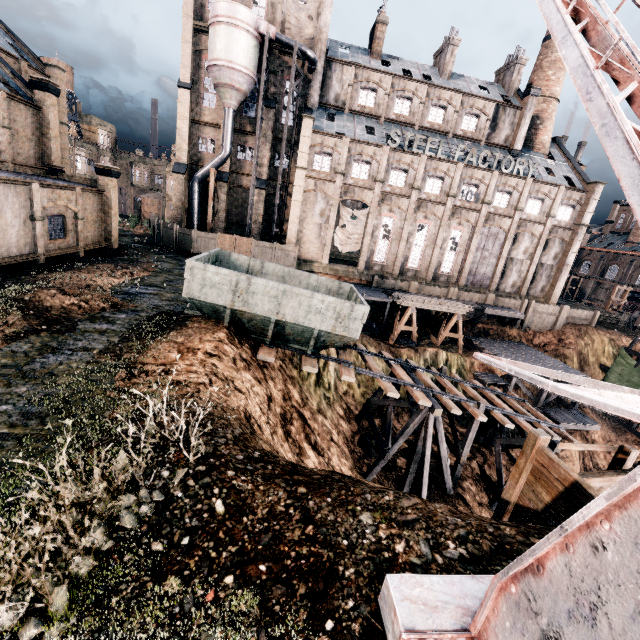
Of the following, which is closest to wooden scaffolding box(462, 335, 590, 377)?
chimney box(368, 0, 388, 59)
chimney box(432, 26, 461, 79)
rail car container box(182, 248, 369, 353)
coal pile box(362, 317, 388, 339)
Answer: coal pile box(362, 317, 388, 339)

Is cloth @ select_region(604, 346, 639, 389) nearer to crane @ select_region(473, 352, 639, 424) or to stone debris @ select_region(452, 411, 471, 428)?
stone debris @ select_region(452, 411, 471, 428)

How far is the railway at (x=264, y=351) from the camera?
15.16m

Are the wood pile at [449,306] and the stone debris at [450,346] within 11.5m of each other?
yes

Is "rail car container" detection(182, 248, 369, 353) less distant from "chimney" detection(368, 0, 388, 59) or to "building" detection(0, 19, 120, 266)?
"building" detection(0, 19, 120, 266)

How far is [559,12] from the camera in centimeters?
478cm

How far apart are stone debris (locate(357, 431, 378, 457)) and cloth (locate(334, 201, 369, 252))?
23.2m

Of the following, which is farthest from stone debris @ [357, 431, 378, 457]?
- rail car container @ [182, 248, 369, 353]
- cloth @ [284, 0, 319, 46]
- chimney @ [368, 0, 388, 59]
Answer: chimney @ [368, 0, 388, 59]
